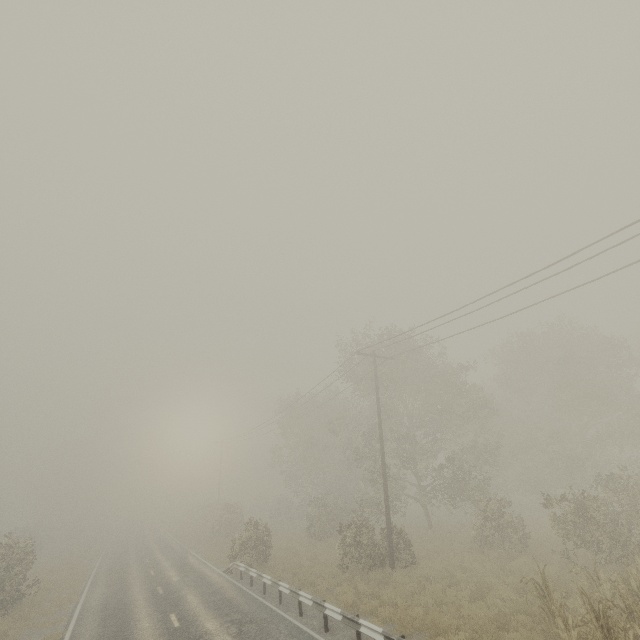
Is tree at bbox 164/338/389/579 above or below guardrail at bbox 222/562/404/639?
above

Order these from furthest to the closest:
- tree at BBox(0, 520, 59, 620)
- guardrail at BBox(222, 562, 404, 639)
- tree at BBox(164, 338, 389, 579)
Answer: tree at BBox(164, 338, 389, 579), tree at BBox(0, 520, 59, 620), guardrail at BBox(222, 562, 404, 639)

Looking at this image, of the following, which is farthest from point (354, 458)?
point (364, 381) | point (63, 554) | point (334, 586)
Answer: point (63, 554)

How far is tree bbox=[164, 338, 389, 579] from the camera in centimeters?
1931cm

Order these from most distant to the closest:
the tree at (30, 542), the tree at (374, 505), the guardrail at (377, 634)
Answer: the tree at (374, 505), the tree at (30, 542), the guardrail at (377, 634)

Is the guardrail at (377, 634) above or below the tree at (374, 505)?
below
